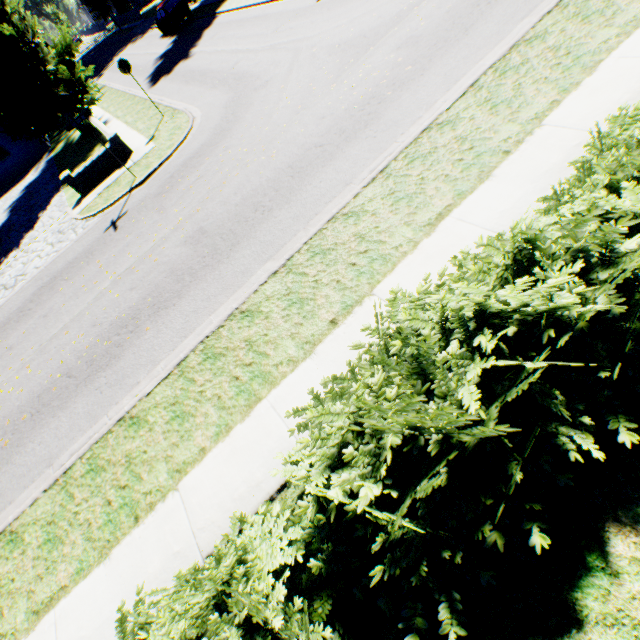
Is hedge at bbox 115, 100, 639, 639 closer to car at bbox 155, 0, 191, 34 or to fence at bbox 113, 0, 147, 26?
car at bbox 155, 0, 191, 34

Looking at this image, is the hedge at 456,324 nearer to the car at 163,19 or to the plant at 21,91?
the plant at 21,91

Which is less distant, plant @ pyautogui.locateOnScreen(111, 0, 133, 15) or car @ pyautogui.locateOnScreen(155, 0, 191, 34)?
car @ pyautogui.locateOnScreen(155, 0, 191, 34)

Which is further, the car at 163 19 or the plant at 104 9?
the plant at 104 9

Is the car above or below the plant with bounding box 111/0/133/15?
below

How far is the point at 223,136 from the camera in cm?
1084

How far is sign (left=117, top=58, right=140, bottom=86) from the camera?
13.11m
